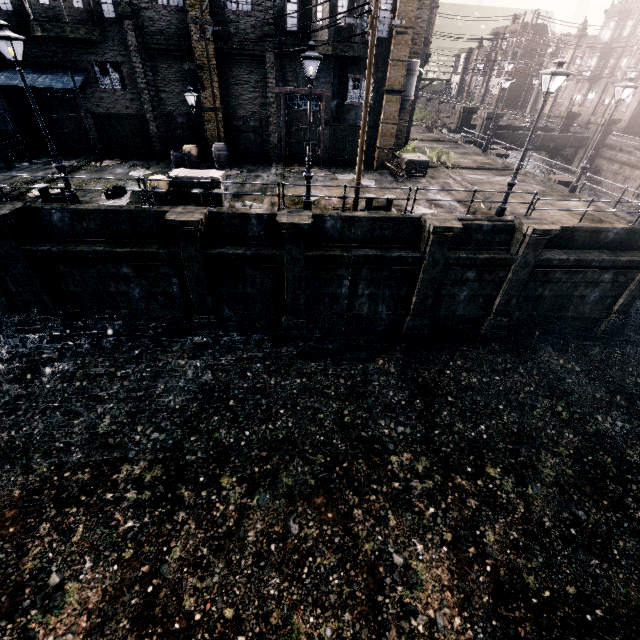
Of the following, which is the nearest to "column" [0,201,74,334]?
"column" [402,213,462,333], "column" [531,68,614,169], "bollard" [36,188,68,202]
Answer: "bollard" [36,188,68,202]

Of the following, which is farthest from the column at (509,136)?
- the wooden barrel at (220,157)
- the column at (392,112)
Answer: the wooden barrel at (220,157)

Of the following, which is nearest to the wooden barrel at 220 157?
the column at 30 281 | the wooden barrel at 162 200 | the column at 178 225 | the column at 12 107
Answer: the wooden barrel at 162 200

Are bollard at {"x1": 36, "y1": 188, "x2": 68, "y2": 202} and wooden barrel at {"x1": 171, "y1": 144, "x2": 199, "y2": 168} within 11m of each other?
yes

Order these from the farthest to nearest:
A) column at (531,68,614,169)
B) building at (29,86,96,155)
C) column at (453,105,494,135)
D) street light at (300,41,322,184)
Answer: column at (531,68,614,169) < column at (453,105,494,135) < building at (29,86,96,155) < street light at (300,41,322,184)

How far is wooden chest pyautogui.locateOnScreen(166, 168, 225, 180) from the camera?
14.9 meters

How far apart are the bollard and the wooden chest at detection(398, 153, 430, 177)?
18.32m

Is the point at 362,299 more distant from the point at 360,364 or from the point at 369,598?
the point at 369,598
